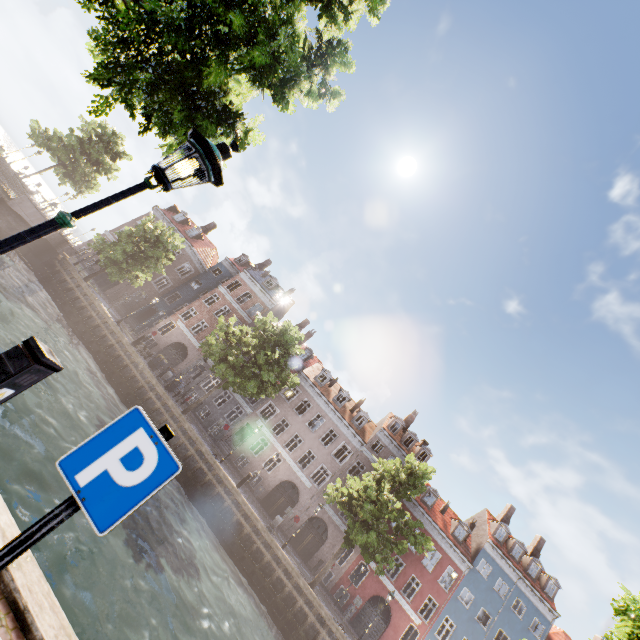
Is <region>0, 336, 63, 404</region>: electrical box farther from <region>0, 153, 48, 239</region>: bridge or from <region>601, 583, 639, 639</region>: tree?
<region>0, 153, 48, 239</region>: bridge

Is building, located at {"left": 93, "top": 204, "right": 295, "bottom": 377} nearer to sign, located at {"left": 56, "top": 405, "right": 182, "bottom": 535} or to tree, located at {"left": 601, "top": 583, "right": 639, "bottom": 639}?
tree, located at {"left": 601, "top": 583, "right": 639, "bottom": 639}

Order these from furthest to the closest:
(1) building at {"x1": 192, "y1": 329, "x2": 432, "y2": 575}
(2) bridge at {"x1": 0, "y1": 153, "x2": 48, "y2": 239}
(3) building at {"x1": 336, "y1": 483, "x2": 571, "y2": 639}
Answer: (1) building at {"x1": 192, "y1": 329, "x2": 432, "y2": 575}
(3) building at {"x1": 336, "y1": 483, "x2": 571, "y2": 639}
(2) bridge at {"x1": 0, "y1": 153, "x2": 48, "y2": 239}

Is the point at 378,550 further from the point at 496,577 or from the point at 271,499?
the point at 496,577

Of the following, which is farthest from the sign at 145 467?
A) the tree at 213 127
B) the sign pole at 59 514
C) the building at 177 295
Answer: the building at 177 295

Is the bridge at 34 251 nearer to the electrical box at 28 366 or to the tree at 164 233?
the tree at 164 233

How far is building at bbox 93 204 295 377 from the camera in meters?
34.3 m
